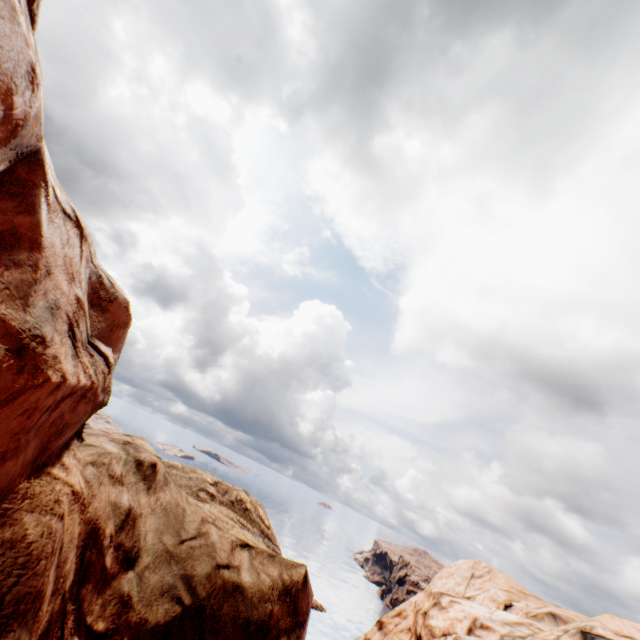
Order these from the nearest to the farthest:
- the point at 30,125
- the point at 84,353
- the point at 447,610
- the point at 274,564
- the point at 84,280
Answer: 1. the point at 30,125
2. the point at 84,353
3. the point at 84,280
4. the point at 274,564
5. the point at 447,610

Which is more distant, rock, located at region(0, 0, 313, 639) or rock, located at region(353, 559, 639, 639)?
rock, located at region(353, 559, 639, 639)

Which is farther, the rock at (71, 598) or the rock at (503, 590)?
the rock at (503, 590)
